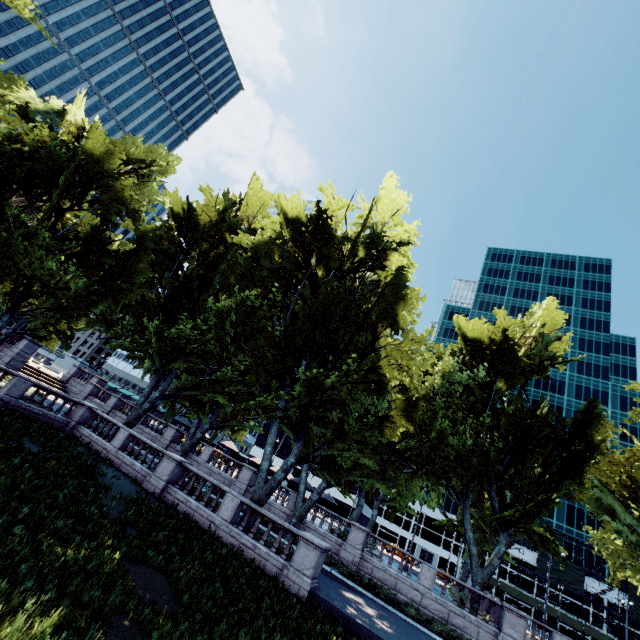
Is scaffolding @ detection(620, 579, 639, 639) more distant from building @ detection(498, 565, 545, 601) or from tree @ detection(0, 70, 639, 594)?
tree @ detection(0, 70, 639, 594)

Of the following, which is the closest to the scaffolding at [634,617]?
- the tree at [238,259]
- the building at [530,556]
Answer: the building at [530,556]

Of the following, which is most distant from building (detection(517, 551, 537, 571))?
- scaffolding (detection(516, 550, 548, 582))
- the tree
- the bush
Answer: the bush

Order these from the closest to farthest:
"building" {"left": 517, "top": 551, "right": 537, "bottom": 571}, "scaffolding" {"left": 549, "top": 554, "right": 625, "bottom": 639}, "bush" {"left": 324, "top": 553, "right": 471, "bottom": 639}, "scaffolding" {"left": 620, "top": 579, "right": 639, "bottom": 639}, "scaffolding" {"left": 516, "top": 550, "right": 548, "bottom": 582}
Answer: "bush" {"left": 324, "top": 553, "right": 471, "bottom": 639}, "scaffolding" {"left": 620, "top": 579, "right": 639, "bottom": 639}, "scaffolding" {"left": 549, "top": 554, "right": 625, "bottom": 639}, "scaffolding" {"left": 516, "top": 550, "right": 548, "bottom": 582}, "building" {"left": 517, "top": 551, "right": 537, "bottom": 571}

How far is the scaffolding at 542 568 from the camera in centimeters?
5544cm

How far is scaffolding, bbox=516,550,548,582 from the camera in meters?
55.4

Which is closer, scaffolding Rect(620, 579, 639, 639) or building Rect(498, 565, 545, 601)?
scaffolding Rect(620, 579, 639, 639)

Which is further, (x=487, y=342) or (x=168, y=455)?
(x=487, y=342)
